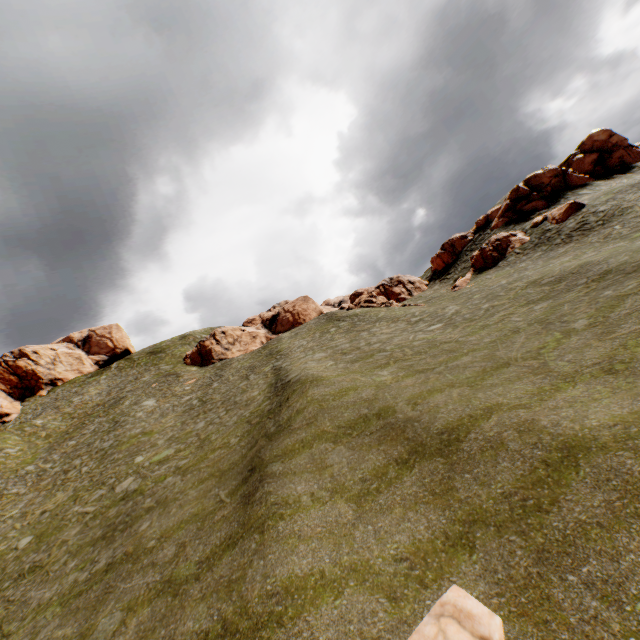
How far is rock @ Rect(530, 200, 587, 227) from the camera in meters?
31.8

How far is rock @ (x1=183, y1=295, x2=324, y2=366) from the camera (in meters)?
50.72

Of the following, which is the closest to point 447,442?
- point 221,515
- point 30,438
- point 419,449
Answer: point 419,449

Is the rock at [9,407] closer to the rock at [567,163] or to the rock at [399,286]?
the rock at [567,163]

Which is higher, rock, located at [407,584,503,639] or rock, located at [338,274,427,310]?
rock, located at [338,274,427,310]

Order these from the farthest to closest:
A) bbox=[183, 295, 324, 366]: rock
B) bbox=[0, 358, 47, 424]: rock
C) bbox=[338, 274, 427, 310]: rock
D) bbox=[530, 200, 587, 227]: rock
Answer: bbox=[0, 358, 47, 424]: rock → bbox=[183, 295, 324, 366]: rock → bbox=[338, 274, 427, 310]: rock → bbox=[530, 200, 587, 227]: rock

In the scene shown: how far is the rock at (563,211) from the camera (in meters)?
31.77
